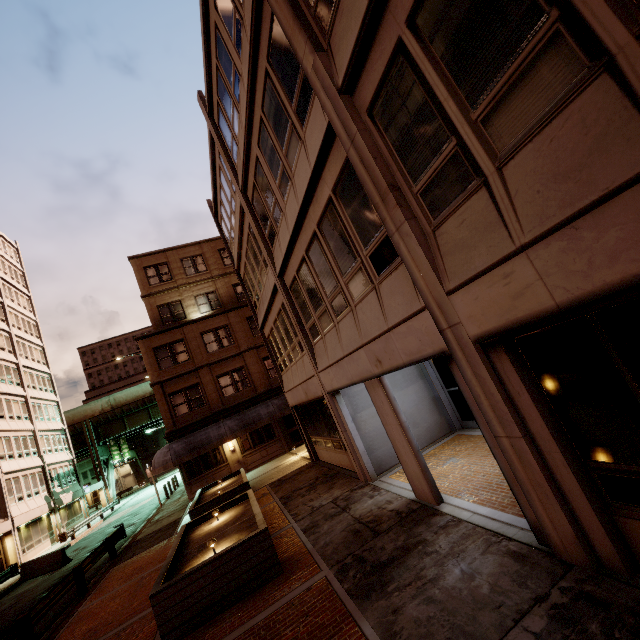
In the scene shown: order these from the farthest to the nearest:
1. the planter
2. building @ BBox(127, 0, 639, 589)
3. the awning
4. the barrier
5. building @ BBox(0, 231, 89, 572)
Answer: building @ BBox(0, 231, 89, 572)
the awning
the barrier
the planter
building @ BBox(127, 0, 639, 589)

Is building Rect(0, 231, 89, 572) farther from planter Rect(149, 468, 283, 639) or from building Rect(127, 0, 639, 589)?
building Rect(127, 0, 639, 589)

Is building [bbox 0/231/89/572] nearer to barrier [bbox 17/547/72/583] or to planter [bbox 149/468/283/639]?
barrier [bbox 17/547/72/583]

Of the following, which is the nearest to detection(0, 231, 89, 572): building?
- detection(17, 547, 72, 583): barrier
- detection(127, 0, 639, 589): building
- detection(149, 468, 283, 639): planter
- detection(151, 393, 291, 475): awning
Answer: detection(17, 547, 72, 583): barrier

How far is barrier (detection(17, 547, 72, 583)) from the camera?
19.20m

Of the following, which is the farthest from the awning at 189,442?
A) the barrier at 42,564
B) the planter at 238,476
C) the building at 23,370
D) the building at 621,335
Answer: the building at 23,370

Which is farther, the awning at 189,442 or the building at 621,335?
the awning at 189,442

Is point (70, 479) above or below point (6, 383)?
below
